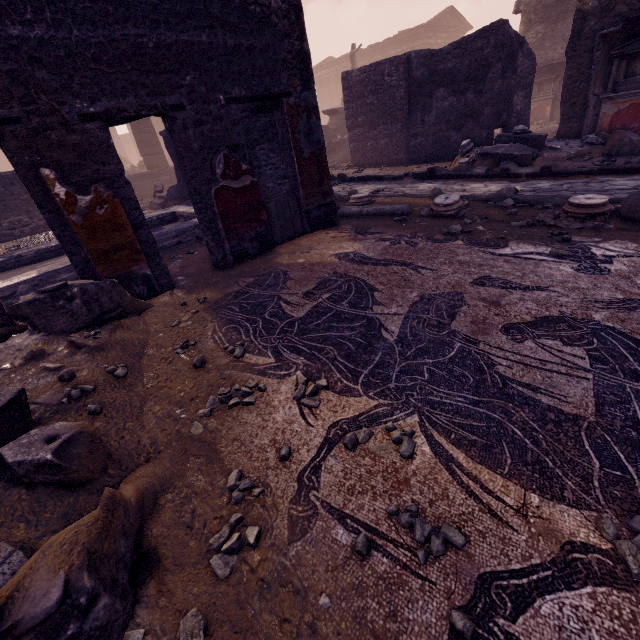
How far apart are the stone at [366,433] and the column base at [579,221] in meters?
3.4 m

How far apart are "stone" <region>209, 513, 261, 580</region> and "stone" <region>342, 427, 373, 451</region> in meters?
0.4 m

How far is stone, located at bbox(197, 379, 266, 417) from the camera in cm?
186

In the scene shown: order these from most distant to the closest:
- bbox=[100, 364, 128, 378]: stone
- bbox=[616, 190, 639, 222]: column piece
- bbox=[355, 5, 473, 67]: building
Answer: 1. bbox=[355, 5, 473, 67]: building
2. bbox=[616, 190, 639, 222]: column piece
3. bbox=[100, 364, 128, 378]: stone

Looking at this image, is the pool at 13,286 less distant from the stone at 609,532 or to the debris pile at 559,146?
the debris pile at 559,146

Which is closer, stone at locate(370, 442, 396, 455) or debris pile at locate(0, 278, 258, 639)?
debris pile at locate(0, 278, 258, 639)

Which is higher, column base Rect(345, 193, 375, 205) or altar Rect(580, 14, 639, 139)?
altar Rect(580, 14, 639, 139)

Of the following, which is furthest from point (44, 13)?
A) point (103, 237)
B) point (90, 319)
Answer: point (90, 319)
